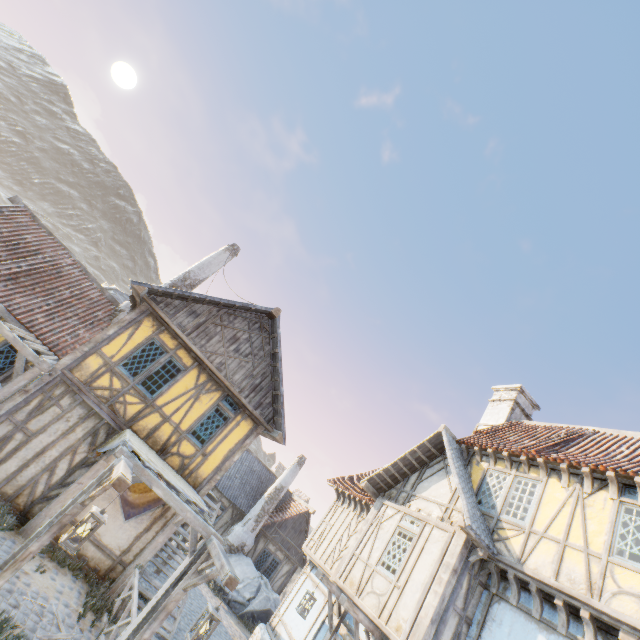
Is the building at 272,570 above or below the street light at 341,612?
below

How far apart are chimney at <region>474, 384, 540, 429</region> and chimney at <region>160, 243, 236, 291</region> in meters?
14.4

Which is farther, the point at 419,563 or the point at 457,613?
the point at 419,563

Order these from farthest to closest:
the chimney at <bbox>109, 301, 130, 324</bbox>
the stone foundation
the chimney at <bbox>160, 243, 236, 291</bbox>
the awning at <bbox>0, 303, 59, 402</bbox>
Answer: the chimney at <bbox>160, 243, 236, 291</bbox> < the chimney at <bbox>109, 301, 130, 324</bbox> < the stone foundation < the awning at <bbox>0, 303, 59, 402</bbox>

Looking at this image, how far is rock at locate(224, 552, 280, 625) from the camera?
15.74m

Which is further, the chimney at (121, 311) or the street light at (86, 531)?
the chimney at (121, 311)

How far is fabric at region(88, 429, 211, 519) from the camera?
7.44m

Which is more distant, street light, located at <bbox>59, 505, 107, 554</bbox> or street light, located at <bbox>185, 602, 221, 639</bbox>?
street light, located at <bbox>185, 602, 221, 639</bbox>
